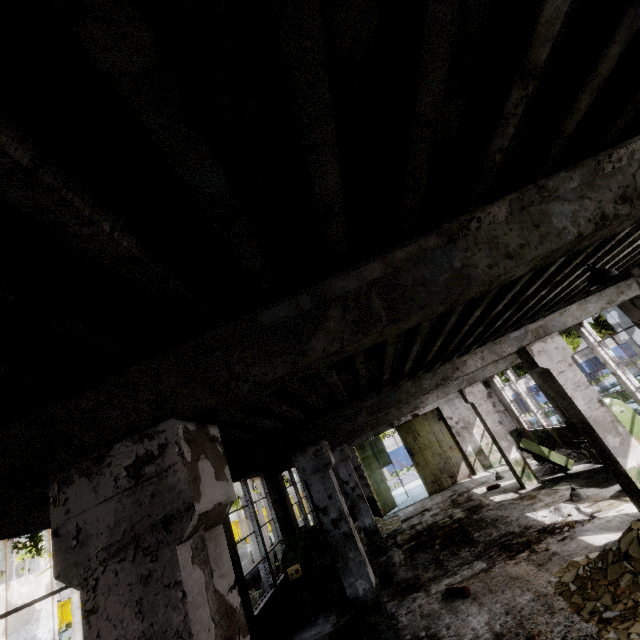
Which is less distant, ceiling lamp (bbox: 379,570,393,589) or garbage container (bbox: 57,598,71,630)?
ceiling lamp (bbox: 379,570,393,589)

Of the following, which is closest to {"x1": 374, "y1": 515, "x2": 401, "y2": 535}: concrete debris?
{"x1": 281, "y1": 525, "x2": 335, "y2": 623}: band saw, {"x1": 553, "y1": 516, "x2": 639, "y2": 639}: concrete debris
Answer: {"x1": 281, "y1": 525, "x2": 335, "y2": 623}: band saw

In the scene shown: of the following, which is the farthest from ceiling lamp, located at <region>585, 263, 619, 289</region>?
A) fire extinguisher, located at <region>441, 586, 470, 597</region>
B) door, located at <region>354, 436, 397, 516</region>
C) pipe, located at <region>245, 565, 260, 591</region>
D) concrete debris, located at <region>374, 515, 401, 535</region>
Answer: door, located at <region>354, 436, 397, 516</region>

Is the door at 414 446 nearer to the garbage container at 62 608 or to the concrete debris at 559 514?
the concrete debris at 559 514

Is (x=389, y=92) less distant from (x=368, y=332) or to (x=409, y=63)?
(x=409, y=63)

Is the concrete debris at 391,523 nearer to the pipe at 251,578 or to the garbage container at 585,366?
the pipe at 251,578

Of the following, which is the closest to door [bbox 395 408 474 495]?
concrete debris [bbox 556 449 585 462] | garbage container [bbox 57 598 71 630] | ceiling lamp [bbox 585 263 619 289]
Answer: concrete debris [bbox 556 449 585 462]

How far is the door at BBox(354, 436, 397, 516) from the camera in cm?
1795
